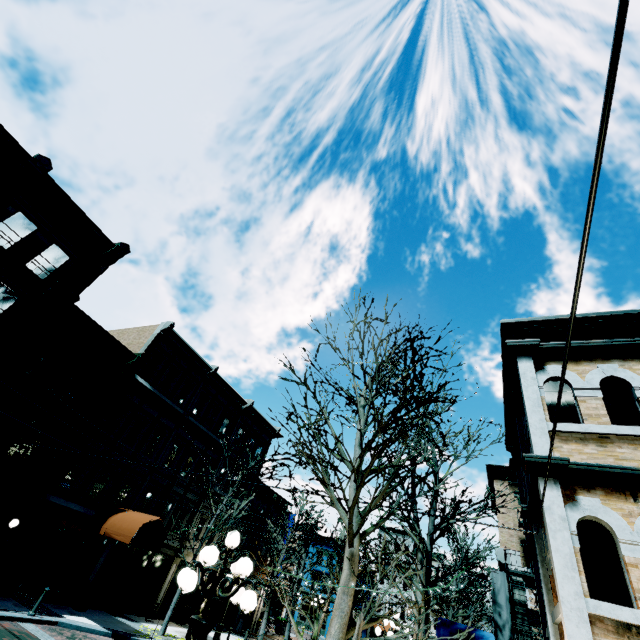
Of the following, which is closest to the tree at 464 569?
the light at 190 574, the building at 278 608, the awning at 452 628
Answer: the awning at 452 628

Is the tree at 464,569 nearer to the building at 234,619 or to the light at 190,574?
the light at 190,574

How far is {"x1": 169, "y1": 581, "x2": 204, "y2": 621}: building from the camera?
20.4m

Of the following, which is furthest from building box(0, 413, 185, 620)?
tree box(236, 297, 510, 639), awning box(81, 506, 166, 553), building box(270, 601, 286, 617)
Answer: building box(270, 601, 286, 617)

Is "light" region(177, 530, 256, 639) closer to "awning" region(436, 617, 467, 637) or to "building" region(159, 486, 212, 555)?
"building" region(159, 486, 212, 555)

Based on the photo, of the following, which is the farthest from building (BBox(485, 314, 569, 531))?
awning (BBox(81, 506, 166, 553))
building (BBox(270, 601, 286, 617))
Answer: building (BBox(270, 601, 286, 617))

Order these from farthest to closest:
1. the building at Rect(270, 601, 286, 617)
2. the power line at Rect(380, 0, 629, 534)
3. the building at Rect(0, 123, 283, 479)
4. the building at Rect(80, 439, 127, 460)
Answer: the building at Rect(270, 601, 286, 617), the building at Rect(80, 439, 127, 460), the building at Rect(0, 123, 283, 479), the power line at Rect(380, 0, 629, 534)

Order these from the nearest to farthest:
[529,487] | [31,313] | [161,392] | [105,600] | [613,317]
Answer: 1. [613,317]
2. [529,487]
3. [31,313]
4. [105,600]
5. [161,392]
